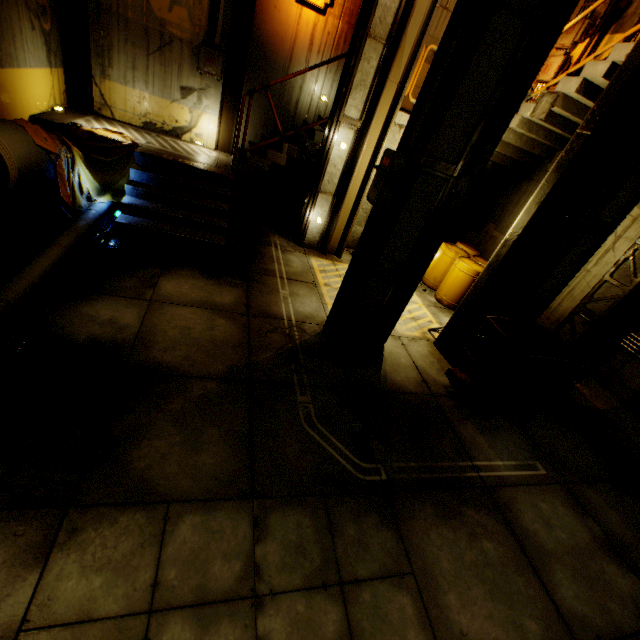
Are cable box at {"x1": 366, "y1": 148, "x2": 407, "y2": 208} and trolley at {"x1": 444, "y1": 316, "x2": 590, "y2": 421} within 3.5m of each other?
yes

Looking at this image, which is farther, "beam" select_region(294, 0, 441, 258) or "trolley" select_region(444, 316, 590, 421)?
"beam" select_region(294, 0, 441, 258)

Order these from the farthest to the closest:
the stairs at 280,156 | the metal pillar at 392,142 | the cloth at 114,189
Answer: the metal pillar at 392,142 → the stairs at 280,156 → the cloth at 114,189

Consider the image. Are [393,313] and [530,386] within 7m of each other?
yes

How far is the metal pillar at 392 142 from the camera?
7.82m

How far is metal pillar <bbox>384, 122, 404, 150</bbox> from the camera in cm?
782

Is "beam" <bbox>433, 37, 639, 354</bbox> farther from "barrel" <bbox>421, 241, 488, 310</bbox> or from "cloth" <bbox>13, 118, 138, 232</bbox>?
"cloth" <bbox>13, 118, 138, 232</bbox>

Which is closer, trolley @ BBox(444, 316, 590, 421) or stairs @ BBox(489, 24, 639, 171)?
trolley @ BBox(444, 316, 590, 421)
